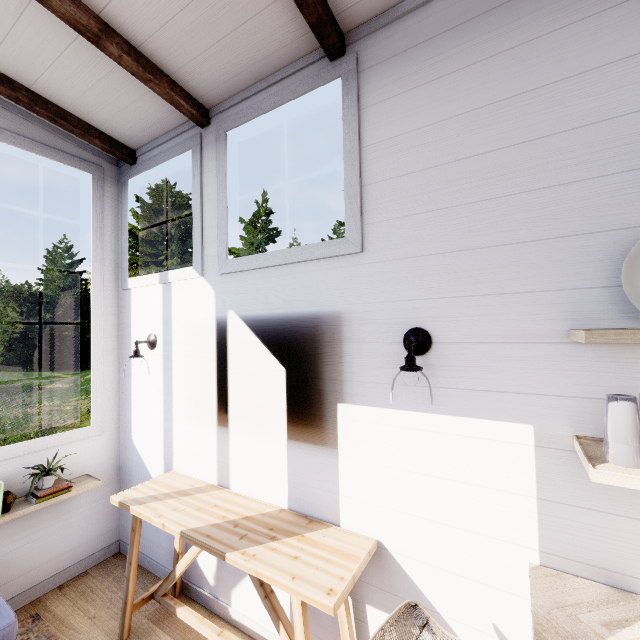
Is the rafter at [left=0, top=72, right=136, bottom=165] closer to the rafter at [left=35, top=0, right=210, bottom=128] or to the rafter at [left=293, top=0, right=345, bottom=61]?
the rafter at [left=35, top=0, right=210, bottom=128]

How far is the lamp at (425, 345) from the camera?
1.5m

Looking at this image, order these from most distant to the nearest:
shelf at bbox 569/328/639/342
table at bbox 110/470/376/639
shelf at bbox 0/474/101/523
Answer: shelf at bbox 0/474/101/523 → table at bbox 110/470/376/639 → shelf at bbox 569/328/639/342

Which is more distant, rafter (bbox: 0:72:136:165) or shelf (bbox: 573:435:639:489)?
rafter (bbox: 0:72:136:165)

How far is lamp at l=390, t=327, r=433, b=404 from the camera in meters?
1.5 m

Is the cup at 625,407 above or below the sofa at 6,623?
above

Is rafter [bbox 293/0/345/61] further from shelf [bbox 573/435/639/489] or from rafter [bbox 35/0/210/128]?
shelf [bbox 573/435/639/489]

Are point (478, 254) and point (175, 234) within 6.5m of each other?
no
